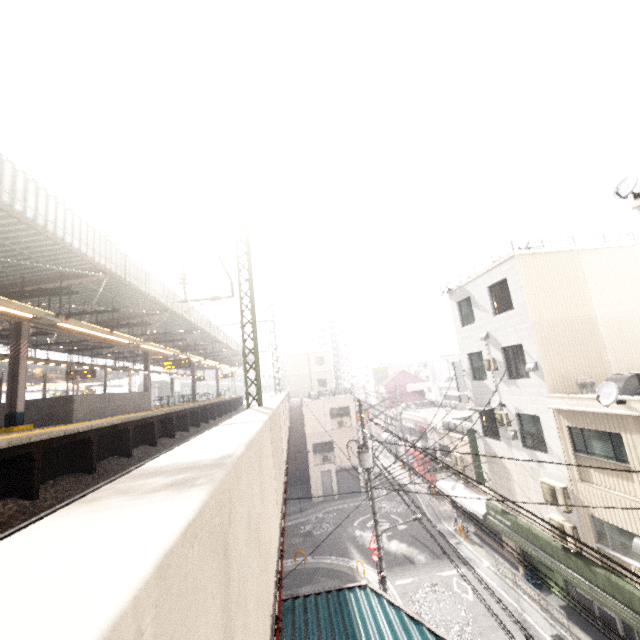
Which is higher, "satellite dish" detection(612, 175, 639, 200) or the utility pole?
"satellite dish" detection(612, 175, 639, 200)

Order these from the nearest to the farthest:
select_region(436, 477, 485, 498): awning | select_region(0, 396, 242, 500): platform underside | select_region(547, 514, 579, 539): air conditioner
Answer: select_region(0, 396, 242, 500): platform underside
select_region(547, 514, 579, 539): air conditioner
select_region(436, 477, 485, 498): awning

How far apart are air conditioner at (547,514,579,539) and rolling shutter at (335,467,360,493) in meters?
18.9

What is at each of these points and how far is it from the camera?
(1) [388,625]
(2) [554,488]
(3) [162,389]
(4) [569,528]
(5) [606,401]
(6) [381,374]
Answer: (1) exterior awning, 6.8 meters
(2) air conditioner, 12.4 meters
(3) train, 43.2 meters
(4) air conditioner, 11.8 meters
(5) satellite dish, 9.7 meters
(6) sign, 51.4 meters

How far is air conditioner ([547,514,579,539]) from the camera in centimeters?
1173cm

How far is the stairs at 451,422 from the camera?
22.9m

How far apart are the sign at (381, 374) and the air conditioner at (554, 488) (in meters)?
37.84

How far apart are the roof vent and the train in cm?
4367
